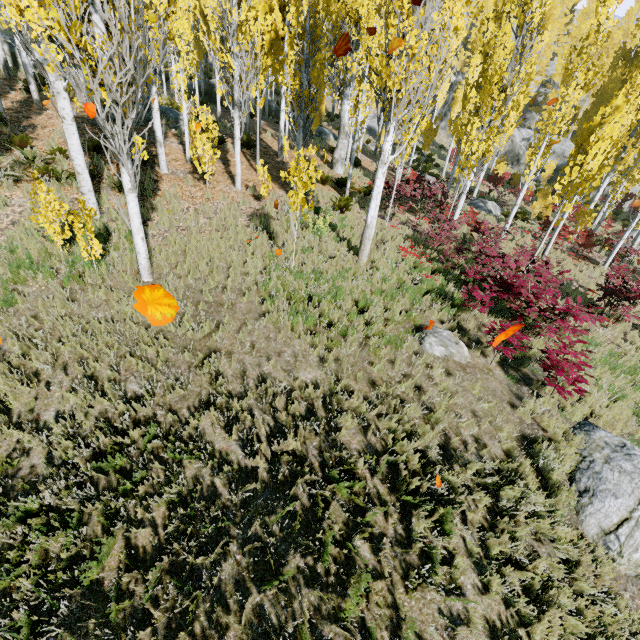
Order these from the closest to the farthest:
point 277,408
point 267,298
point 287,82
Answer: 1. point 277,408
2. point 267,298
3. point 287,82

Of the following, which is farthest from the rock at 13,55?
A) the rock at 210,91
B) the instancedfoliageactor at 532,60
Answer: the rock at 210,91

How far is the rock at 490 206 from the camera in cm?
2067

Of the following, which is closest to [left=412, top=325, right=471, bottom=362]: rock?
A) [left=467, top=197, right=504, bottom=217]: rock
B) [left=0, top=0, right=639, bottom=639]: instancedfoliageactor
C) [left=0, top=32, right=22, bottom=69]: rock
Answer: [left=0, top=0, right=639, bottom=639]: instancedfoliageactor

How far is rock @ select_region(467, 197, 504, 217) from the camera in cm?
2067

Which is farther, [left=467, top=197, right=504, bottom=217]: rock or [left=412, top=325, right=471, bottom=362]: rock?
[left=467, top=197, right=504, bottom=217]: rock

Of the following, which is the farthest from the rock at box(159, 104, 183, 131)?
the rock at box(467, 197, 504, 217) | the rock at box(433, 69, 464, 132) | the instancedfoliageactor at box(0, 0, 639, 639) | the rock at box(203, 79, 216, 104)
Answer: the rock at box(467, 197, 504, 217)

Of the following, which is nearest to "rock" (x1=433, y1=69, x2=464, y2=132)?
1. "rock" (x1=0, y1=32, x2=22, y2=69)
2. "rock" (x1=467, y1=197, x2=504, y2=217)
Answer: "rock" (x1=0, y1=32, x2=22, y2=69)
